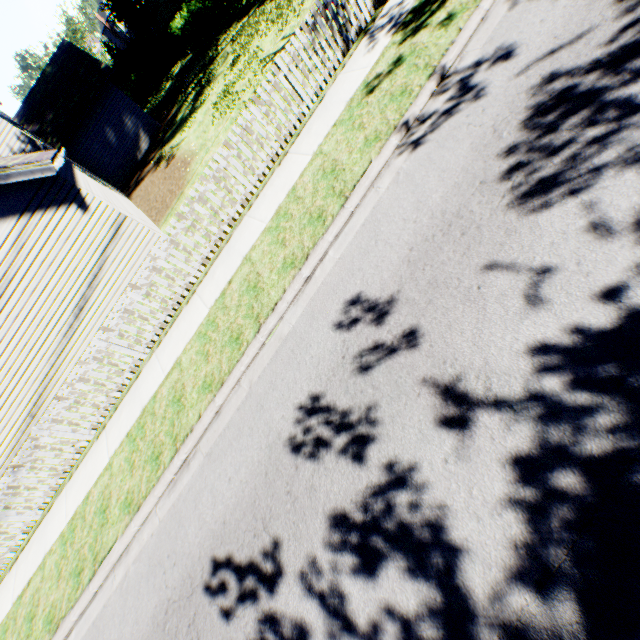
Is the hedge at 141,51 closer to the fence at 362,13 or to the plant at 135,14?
the plant at 135,14

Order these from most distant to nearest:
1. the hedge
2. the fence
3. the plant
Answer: the plant, the hedge, the fence

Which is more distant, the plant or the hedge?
the plant

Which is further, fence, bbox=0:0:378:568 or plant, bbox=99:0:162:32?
plant, bbox=99:0:162:32

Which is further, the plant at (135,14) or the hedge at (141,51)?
the plant at (135,14)

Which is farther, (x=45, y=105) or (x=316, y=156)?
(x=45, y=105)

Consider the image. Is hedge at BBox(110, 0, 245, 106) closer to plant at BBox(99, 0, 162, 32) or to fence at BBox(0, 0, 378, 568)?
plant at BBox(99, 0, 162, 32)
